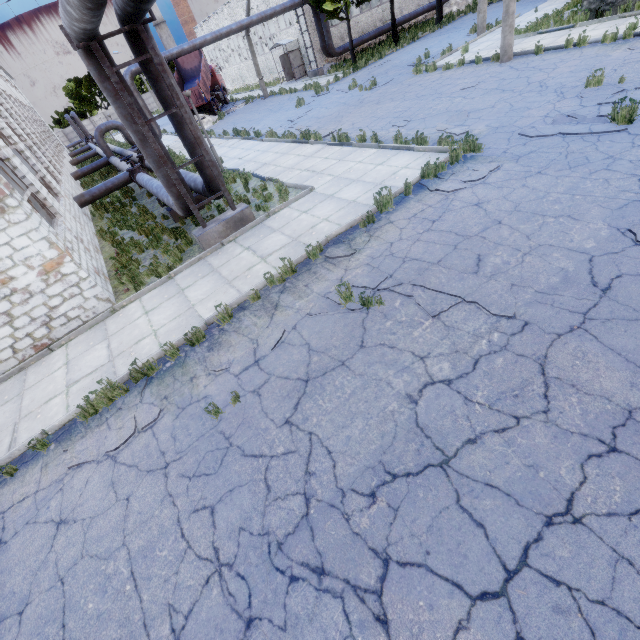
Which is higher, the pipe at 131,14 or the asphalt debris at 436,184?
the pipe at 131,14

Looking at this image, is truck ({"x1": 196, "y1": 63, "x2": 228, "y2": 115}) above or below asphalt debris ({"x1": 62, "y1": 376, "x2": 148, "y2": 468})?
above

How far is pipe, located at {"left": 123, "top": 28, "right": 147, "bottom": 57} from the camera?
6.8m

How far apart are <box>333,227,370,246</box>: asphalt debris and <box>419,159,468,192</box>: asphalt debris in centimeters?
195cm

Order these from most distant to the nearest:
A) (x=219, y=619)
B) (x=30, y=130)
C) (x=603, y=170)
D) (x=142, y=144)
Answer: (x=30, y=130) < (x=142, y=144) < (x=603, y=170) < (x=219, y=619)

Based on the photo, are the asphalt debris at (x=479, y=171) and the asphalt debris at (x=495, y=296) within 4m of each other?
yes

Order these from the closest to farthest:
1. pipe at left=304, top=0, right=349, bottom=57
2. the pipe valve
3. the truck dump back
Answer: the pipe valve < pipe at left=304, top=0, right=349, bottom=57 < the truck dump back

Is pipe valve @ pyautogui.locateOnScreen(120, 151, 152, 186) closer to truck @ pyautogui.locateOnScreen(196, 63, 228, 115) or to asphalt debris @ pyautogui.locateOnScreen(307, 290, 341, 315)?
asphalt debris @ pyautogui.locateOnScreen(307, 290, 341, 315)
